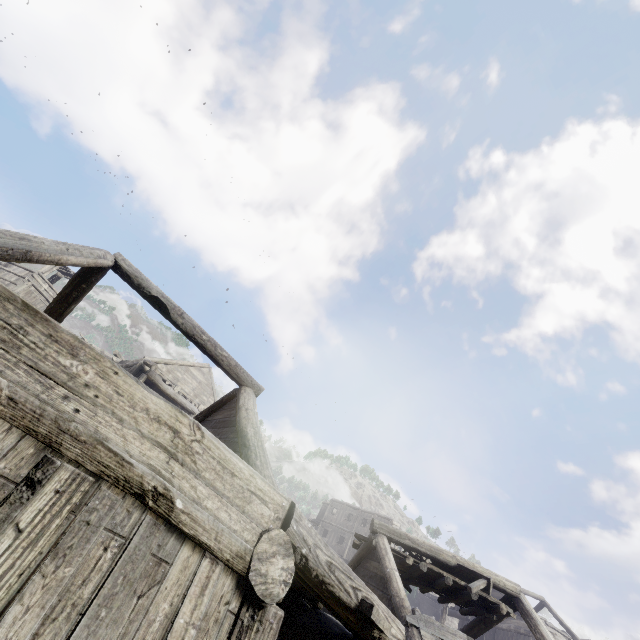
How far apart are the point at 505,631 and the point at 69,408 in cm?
3949

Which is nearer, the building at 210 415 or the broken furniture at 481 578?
the building at 210 415

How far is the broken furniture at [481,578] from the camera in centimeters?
924cm

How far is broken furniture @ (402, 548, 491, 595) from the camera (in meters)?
9.24

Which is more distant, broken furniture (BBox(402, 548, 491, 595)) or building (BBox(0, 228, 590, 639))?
broken furniture (BBox(402, 548, 491, 595))
